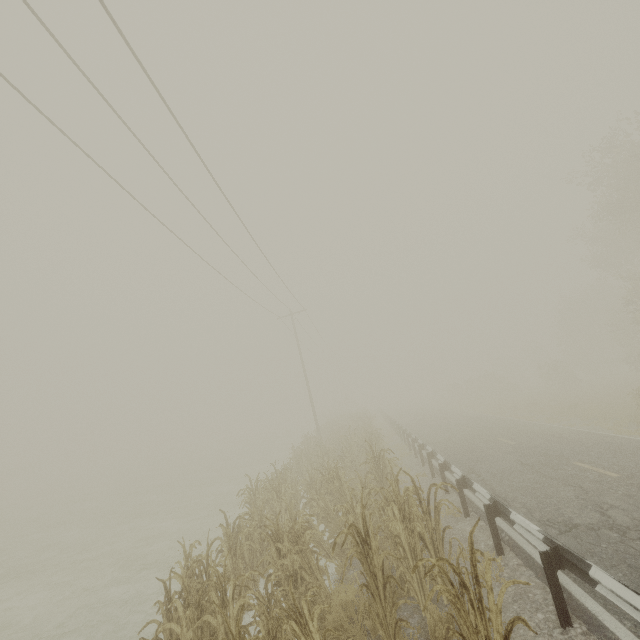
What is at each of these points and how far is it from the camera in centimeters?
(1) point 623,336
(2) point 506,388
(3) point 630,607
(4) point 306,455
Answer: (1) tree, 2783cm
(2) tree, 3994cm
(3) guardrail, 355cm
(4) tree, 1730cm

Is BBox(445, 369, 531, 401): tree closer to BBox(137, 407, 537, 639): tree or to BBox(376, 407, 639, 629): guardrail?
BBox(376, 407, 639, 629): guardrail

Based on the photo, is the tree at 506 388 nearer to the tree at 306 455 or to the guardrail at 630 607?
the guardrail at 630 607

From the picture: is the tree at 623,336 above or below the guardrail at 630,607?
above

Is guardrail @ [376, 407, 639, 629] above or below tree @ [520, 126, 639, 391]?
below

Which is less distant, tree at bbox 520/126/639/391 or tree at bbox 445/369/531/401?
tree at bbox 520/126/639/391

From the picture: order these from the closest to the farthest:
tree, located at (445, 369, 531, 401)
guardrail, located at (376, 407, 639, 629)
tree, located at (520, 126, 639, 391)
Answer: guardrail, located at (376, 407, 639, 629), tree, located at (520, 126, 639, 391), tree, located at (445, 369, 531, 401)
